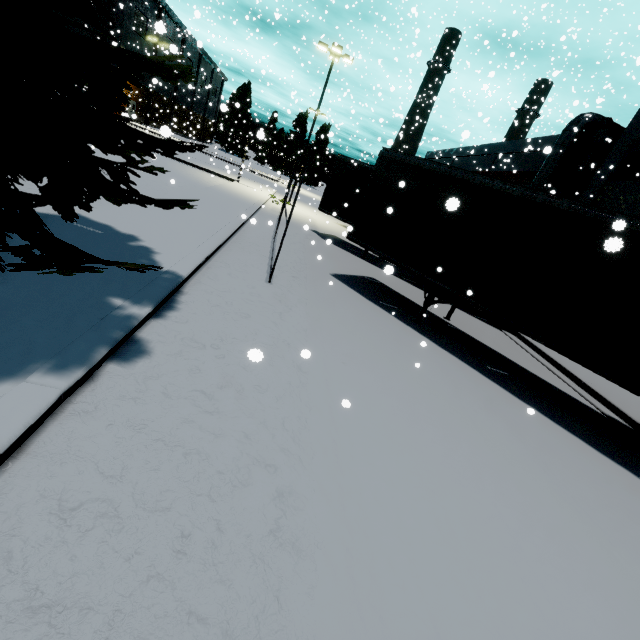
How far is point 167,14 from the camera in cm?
4678

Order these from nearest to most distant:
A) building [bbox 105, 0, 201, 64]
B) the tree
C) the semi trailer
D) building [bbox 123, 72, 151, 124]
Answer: the tree, the semi trailer, building [bbox 105, 0, 201, 64], building [bbox 123, 72, 151, 124]

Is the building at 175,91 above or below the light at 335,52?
below

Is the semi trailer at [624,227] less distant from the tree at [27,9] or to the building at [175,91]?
the tree at [27,9]

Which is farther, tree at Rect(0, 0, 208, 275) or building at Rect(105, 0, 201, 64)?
building at Rect(105, 0, 201, 64)

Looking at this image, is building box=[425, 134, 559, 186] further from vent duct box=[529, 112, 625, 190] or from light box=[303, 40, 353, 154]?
light box=[303, 40, 353, 154]

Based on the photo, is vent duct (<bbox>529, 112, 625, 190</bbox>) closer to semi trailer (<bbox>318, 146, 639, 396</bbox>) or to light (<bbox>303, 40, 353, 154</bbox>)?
semi trailer (<bbox>318, 146, 639, 396</bbox>)

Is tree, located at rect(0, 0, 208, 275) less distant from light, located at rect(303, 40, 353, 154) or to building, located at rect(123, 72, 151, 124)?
building, located at rect(123, 72, 151, 124)
